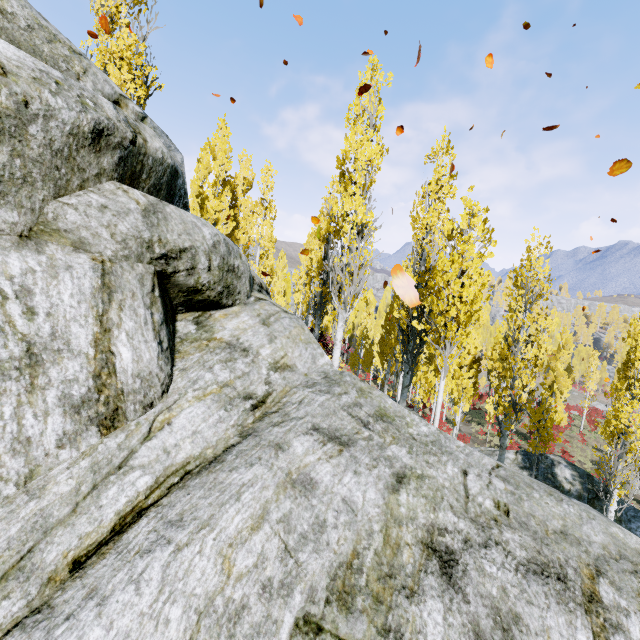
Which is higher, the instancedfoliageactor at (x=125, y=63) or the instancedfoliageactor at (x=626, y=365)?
the instancedfoliageactor at (x=125, y=63)

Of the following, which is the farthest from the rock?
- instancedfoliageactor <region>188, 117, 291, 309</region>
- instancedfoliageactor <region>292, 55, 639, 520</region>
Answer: instancedfoliageactor <region>188, 117, 291, 309</region>

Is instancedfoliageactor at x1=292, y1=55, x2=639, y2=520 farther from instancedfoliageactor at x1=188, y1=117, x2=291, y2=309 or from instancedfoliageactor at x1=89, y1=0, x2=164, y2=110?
instancedfoliageactor at x1=89, y1=0, x2=164, y2=110

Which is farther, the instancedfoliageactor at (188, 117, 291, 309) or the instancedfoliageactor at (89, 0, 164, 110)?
the instancedfoliageactor at (188, 117, 291, 309)

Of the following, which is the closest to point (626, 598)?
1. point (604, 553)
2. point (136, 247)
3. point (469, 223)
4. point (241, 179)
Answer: point (604, 553)

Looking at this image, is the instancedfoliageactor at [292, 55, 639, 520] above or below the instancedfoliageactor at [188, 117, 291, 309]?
below

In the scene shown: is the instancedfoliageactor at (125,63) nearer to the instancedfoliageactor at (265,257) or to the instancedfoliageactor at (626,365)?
the instancedfoliageactor at (626,365)

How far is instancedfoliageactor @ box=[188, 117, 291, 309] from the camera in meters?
15.8
